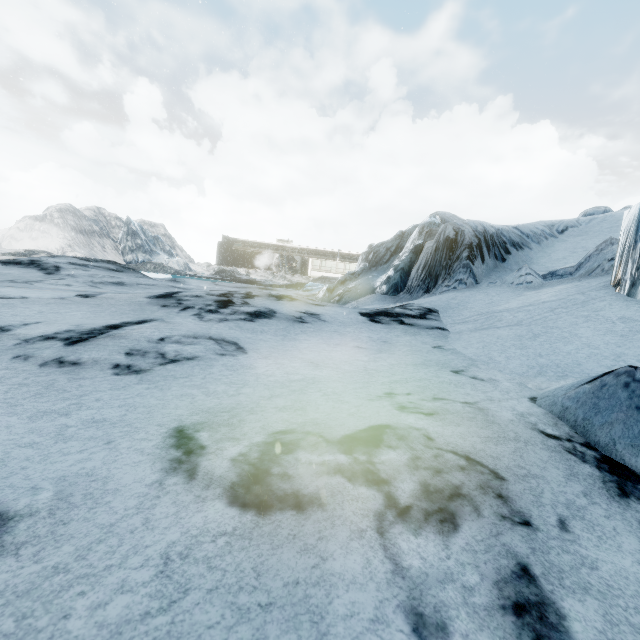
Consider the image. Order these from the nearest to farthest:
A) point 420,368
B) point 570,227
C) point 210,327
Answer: point 420,368 → point 210,327 → point 570,227
